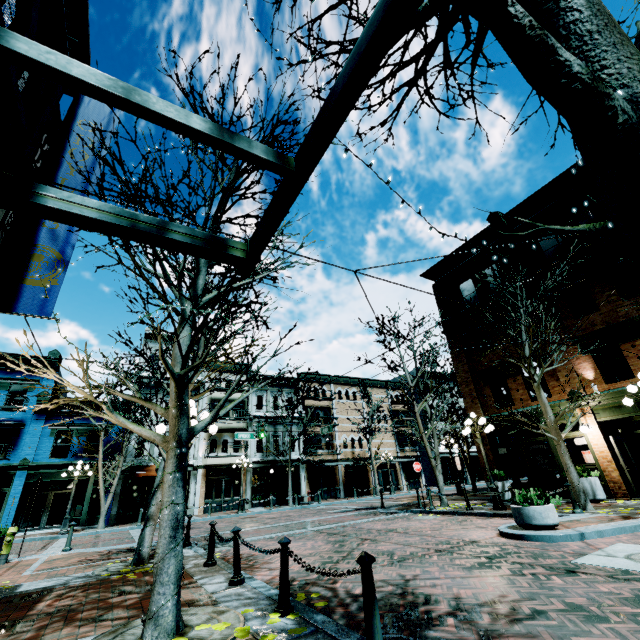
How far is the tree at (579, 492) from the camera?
10.8 meters

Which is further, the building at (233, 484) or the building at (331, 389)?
the building at (331, 389)

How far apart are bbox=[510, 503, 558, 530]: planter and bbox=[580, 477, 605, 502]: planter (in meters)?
5.65

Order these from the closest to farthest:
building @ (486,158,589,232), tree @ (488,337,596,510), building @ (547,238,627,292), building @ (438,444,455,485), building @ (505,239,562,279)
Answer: tree @ (488,337,596,510)
building @ (547,238,627,292)
building @ (486,158,589,232)
building @ (505,239,562,279)
building @ (438,444,455,485)

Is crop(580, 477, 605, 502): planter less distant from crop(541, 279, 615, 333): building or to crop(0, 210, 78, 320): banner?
crop(541, 279, 615, 333): building

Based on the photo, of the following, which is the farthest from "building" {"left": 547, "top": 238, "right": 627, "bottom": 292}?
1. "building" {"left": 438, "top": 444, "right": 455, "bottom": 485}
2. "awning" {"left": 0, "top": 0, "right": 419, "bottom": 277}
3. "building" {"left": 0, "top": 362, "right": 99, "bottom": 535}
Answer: "building" {"left": 0, "top": 362, "right": 99, "bottom": 535}

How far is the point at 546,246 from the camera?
16.3m

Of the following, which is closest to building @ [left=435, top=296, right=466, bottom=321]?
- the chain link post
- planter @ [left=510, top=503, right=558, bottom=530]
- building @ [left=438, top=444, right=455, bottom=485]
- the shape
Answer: the shape
